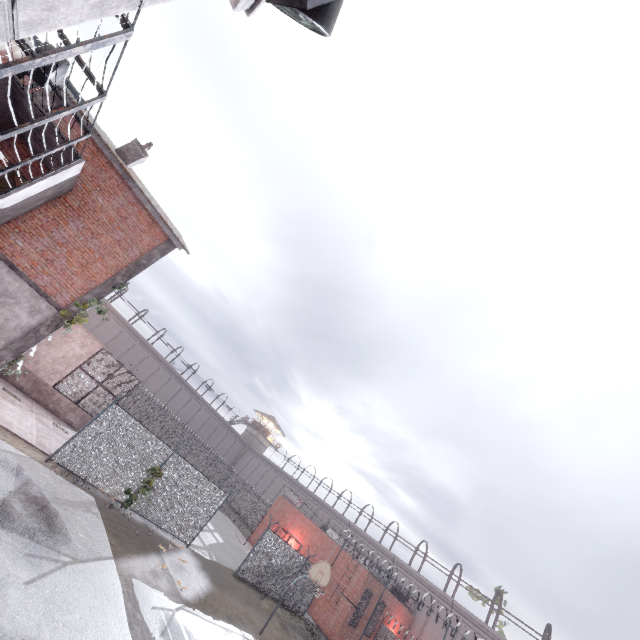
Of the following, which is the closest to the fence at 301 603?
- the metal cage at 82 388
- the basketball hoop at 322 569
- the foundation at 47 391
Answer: the basketball hoop at 322 569

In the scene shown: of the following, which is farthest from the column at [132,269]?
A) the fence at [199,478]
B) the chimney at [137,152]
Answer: the chimney at [137,152]

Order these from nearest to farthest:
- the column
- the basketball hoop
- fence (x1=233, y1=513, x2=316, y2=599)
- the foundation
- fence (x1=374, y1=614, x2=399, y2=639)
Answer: the column, the basketball hoop, the foundation, fence (x1=233, y1=513, x2=316, y2=599), fence (x1=374, y1=614, x2=399, y2=639)

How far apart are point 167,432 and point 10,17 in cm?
4611

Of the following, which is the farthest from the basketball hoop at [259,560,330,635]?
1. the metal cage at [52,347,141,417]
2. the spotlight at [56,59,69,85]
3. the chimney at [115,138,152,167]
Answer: the chimney at [115,138,152,167]

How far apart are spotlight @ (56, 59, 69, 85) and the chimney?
5.48m

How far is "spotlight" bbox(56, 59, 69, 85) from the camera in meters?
8.1 m

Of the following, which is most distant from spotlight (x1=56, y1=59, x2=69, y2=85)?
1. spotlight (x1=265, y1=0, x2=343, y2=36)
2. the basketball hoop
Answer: the basketball hoop
